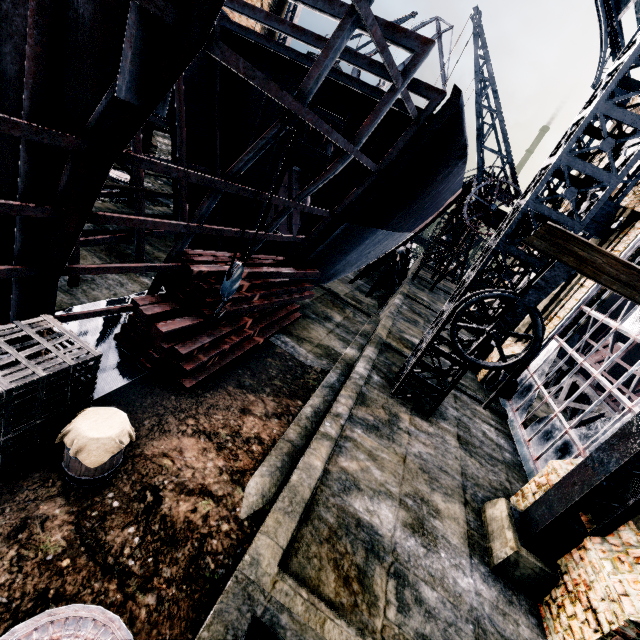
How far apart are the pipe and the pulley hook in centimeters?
1341cm

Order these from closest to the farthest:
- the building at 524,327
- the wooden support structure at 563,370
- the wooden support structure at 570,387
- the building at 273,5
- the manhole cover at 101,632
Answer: the manhole cover at 101,632 < the building at 524,327 < the wooden support structure at 570,387 < the wooden support structure at 563,370 < the building at 273,5

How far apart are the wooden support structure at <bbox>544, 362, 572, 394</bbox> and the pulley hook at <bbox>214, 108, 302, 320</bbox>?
27.74m

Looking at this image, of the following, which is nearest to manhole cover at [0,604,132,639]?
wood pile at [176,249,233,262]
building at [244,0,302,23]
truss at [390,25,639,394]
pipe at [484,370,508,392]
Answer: wood pile at [176,249,233,262]

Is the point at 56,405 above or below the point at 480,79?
below

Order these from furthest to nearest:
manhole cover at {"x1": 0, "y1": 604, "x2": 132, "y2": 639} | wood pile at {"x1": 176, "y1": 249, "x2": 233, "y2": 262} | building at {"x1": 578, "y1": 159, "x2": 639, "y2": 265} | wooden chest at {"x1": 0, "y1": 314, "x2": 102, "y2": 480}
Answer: building at {"x1": 578, "y1": 159, "x2": 639, "y2": 265}, wood pile at {"x1": 176, "y1": 249, "x2": 233, "y2": 262}, wooden chest at {"x1": 0, "y1": 314, "x2": 102, "y2": 480}, manhole cover at {"x1": 0, "y1": 604, "x2": 132, "y2": 639}

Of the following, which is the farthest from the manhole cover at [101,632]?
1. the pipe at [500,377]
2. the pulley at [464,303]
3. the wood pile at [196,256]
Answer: the pipe at [500,377]

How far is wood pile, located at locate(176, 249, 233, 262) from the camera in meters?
8.7 m
